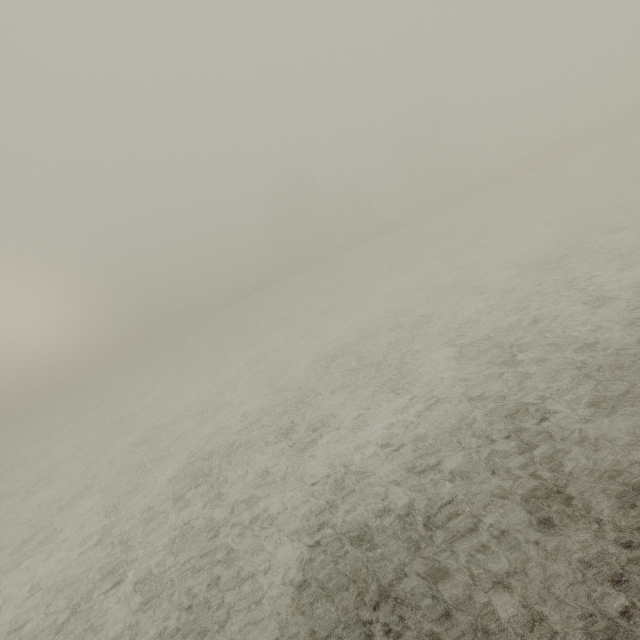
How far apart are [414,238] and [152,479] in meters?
31.4 m
